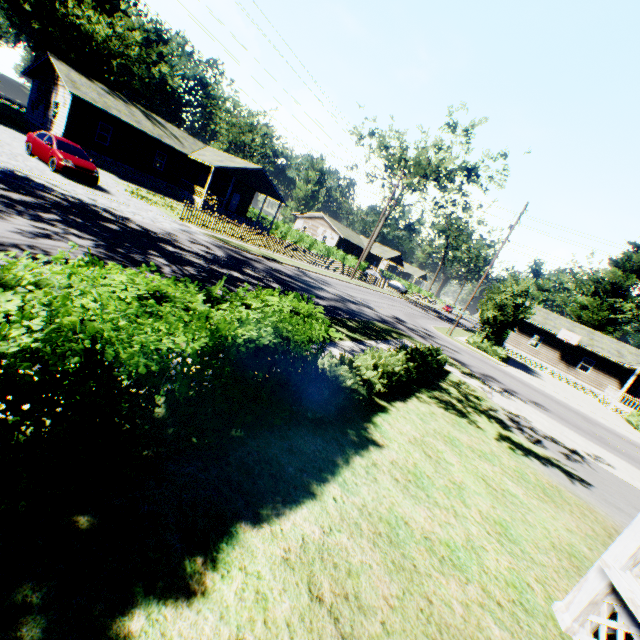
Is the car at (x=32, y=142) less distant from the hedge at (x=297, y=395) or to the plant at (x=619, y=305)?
the hedge at (x=297, y=395)

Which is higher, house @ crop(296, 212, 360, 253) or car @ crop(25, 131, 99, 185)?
house @ crop(296, 212, 360, 253)

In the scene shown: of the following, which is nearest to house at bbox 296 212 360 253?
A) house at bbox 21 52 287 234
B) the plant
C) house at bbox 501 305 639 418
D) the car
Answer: house at bbox 21 52 287 234

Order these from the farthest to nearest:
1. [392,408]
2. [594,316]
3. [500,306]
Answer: [594,316]
[500,306]
[392,408]

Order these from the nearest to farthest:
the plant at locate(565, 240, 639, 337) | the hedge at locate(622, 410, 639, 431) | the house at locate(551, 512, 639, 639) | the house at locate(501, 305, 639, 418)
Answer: the house at locate(551, 512, 639, 639) < the hedge at locate(622, 410, 639, 431) < the house at locate(501, 305, 639, 418) < the plant at locate(565, 240, 639, 337)

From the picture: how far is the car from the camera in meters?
16.0 m

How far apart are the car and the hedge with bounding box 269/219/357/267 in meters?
28.0

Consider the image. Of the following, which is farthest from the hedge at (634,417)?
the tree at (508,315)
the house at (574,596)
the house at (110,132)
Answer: the house at (110,132)
